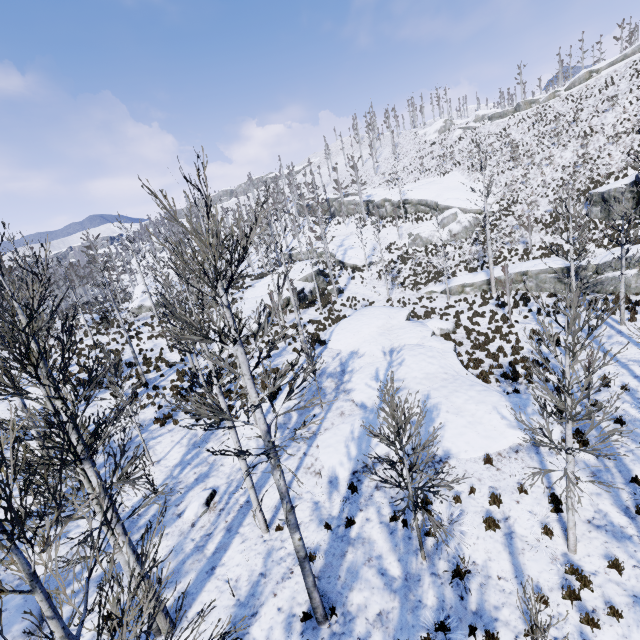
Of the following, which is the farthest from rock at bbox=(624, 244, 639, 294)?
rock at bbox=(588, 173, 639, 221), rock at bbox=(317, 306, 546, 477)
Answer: rock at bbox=(317, 306, 546, 477)

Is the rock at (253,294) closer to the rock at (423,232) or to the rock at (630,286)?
the rock at (630,286)

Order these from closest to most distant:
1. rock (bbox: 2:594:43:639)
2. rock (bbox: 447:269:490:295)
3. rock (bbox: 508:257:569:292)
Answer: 1. rock (bbox: 2:594:43:639)
2. rock (bbox: 508:257:569:292)
3. rock (bbox: 447:269:490:295)

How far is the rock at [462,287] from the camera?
26.8 meters

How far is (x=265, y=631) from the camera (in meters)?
6.98

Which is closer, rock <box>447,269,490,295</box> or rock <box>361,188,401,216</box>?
rock <box>447,269,490,295</box>

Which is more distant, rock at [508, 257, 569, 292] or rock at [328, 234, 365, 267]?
rock at [328, 234, 365, 267]

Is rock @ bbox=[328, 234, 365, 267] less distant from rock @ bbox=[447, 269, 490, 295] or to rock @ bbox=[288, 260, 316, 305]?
rock @ bbox=[288, 260, 316, 305]
